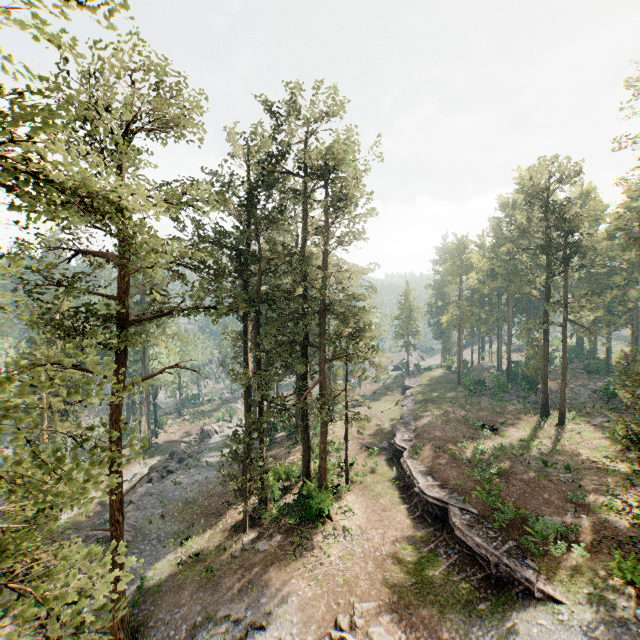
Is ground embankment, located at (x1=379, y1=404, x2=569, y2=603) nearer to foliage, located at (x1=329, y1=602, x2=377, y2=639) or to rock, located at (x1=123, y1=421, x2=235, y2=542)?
foliage, located at (x1=329, y1=602, x2=377, y2=639)

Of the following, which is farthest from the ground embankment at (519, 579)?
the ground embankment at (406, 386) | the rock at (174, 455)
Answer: the rock at (174, 455)

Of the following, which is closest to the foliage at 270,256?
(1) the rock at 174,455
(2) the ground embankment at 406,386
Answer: (1) the rock at 174,455

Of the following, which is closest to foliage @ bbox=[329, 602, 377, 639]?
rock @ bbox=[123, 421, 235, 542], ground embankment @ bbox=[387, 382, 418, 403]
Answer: rock @ bbox=[123, 421, 235, 542]

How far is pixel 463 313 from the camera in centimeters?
5406cm

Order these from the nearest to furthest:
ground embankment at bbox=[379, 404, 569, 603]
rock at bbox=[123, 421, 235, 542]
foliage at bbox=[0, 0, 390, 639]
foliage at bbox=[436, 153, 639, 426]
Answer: foliage at bbox=[0, 0, 390, 639], ground embankment at bbox=[379, 404, 569, 603], rock at bbox=[123, 421, 235, 542], foliage at bbox=[436, 153, 639, 426]

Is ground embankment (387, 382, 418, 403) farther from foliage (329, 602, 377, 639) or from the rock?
the rock

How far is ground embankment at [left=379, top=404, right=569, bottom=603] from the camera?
17.2 meters
